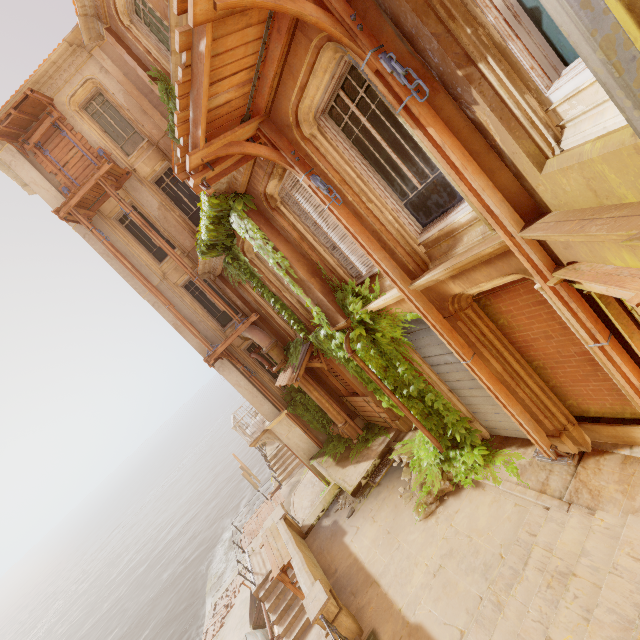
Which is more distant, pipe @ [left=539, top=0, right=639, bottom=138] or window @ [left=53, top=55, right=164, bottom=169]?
window @ [left=53, top=55, right=164, bottom=169]

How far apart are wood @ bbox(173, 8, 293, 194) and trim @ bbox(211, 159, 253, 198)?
0.0 meters

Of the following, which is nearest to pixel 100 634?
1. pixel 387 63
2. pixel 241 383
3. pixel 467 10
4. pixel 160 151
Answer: pixel 241 383

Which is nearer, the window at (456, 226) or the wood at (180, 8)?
the wood at (180, 8)

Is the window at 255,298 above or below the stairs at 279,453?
above

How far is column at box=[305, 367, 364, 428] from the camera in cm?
1274

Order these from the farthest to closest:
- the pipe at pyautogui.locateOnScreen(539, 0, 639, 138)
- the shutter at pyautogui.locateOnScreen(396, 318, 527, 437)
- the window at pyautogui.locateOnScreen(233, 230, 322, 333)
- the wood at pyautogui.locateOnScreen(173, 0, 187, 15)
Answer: the window at pyautogui.locateOnScreen(233, 230, 322, 333) → the shutter at pyautogui.locateOnScreen(396, 318, 527, 437) → the wood at pyautogui.locateOnScreen(173, 0, 187, 15) → the pipe at pyautogui.locateOnScreen(539, 0, 639, 138)

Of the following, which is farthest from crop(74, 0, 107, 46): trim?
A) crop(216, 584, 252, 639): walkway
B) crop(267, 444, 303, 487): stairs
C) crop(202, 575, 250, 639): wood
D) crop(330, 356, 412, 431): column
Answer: crop(202, 575, 250, 639): wood
